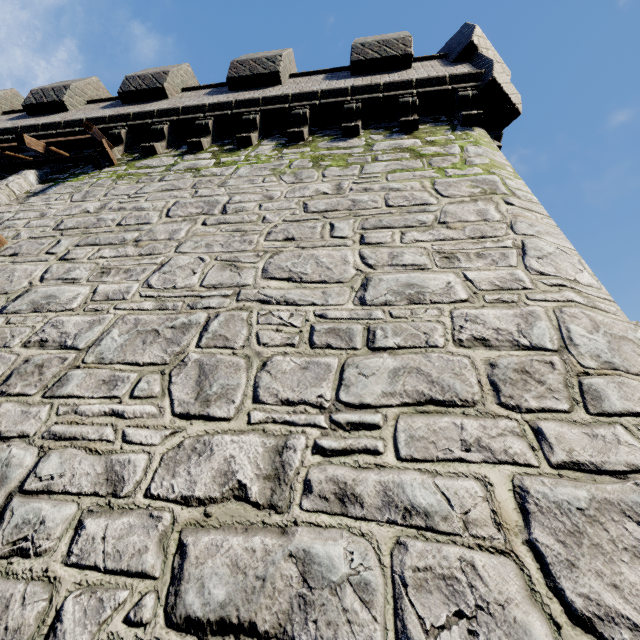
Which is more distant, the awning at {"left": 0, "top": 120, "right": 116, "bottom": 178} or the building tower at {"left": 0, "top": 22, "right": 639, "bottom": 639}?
the awning at {"left": 0, "top": 120, "right": 116, "bottom": 178}

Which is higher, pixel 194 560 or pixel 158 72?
pixel 158 72

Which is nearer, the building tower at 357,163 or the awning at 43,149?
the building tower at 357,163
